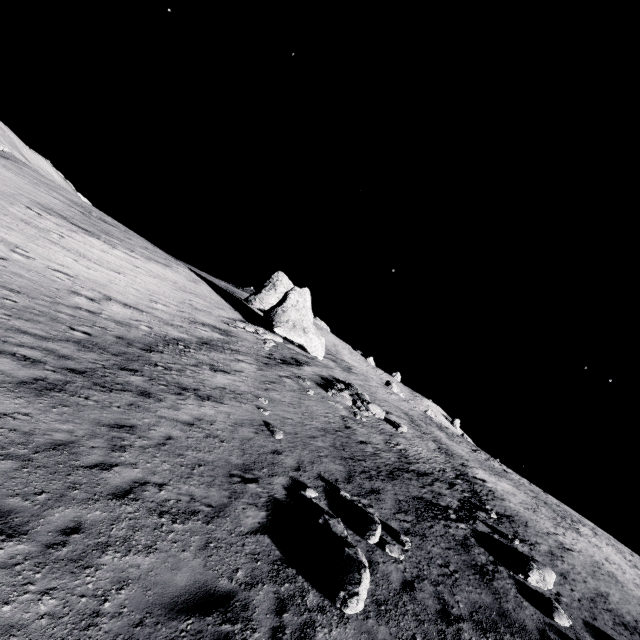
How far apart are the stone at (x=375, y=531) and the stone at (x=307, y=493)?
1.5 meters

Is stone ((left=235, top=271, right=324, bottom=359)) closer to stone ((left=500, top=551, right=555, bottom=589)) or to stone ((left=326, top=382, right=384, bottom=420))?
stone ((left=326, top=382, right=384, bottom=420))

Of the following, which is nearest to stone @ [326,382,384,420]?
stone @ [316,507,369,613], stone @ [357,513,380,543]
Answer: stone @ [357,513,380,543]

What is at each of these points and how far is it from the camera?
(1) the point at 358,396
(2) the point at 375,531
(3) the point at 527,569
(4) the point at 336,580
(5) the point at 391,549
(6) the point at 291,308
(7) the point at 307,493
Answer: (1) stone, 23.4m
(2) stone, 9.6m
(3) stone, 11.4m
(4) stone, 7.1m
(5) stone, 9.4m
(6) stone, 31.1m
(7) stone, 10.3m

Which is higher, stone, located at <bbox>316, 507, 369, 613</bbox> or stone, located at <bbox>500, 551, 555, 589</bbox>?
stone, located at <bbox>500, 551, 555, 589</bbox>

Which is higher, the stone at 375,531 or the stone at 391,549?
the stone at 391,549

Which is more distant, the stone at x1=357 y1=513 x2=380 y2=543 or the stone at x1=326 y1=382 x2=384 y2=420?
the stone at x1=326 y1=382 x2=384 y2=420

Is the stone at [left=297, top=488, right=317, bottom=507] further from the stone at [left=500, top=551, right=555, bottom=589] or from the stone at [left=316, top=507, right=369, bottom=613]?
the stone at [left=500, top=551, right=555, bottom=589]
